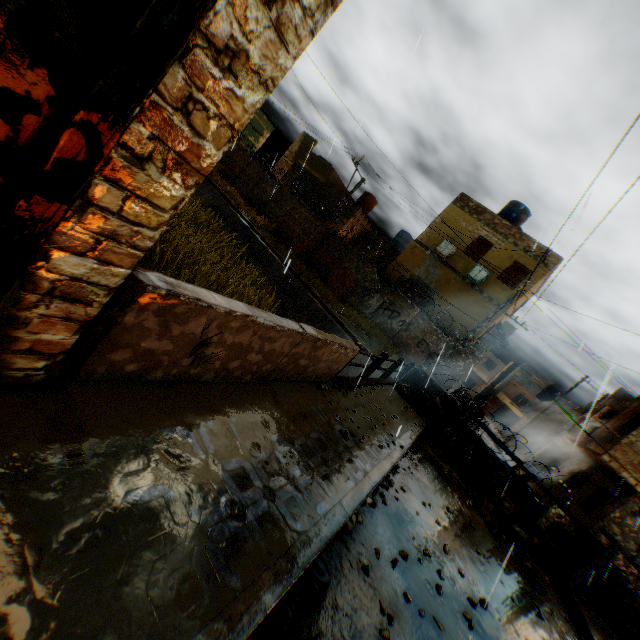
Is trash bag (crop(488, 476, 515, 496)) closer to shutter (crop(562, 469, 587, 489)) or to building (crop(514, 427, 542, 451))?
building (crop(514, 427, 542, 451))

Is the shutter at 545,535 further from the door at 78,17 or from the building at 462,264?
the door at 78,17

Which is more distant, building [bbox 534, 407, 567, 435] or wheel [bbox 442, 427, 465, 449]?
building [bbox 534, 407, 567, 435]

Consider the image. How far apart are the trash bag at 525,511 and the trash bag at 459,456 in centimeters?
92cm

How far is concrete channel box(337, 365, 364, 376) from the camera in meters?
15.2

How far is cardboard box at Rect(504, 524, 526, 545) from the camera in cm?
783

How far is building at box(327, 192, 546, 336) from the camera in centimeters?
1836cm

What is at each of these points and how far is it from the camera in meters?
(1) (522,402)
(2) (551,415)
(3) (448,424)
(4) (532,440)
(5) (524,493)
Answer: (1) window, 50.3
(2) building, 35.1
(3) wheel, 10.6
(4) building, 32.6
(5) concrete block, 9.9
